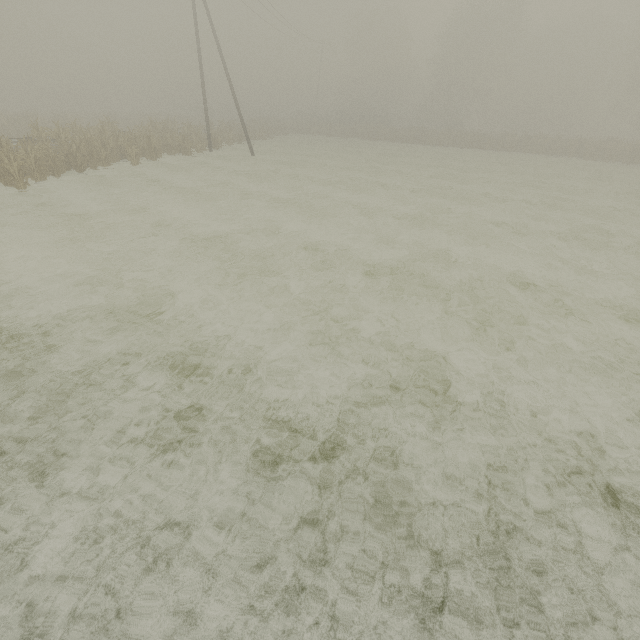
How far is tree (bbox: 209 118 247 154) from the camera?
27.2 meters

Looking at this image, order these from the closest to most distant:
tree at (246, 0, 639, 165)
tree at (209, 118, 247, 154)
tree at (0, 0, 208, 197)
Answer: tree at (0, 0, 208, 197), tree at (209, 118, 247, 154), tree at (246, 0, 639, 165)

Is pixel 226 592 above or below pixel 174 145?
below

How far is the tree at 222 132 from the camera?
27.2 meters

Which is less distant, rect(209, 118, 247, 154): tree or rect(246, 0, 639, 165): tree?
rect(209, 118, 247, 154): tree

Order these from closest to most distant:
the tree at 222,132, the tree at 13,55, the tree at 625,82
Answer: the tree at 13,55 < the tree at 222,132 < the tree at 625,82

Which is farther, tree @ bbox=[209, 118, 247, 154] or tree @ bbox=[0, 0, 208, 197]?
tree @ bbox=[209, 118, 247, 154]
